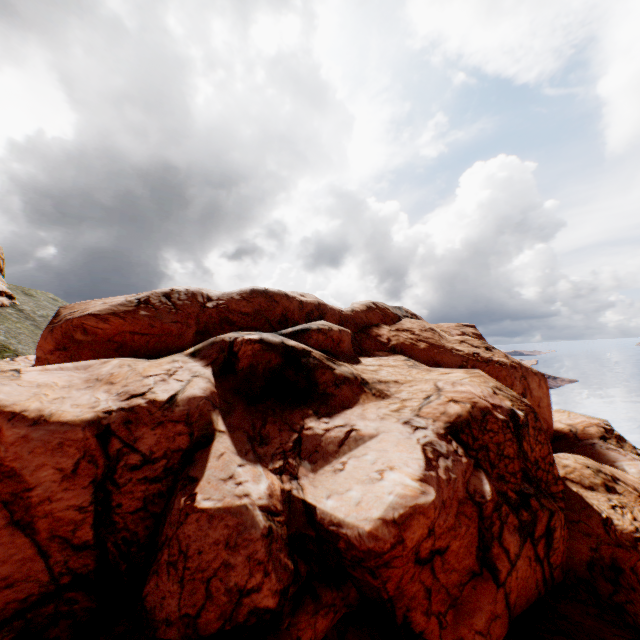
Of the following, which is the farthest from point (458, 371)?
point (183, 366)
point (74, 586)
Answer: point (74, 586)
